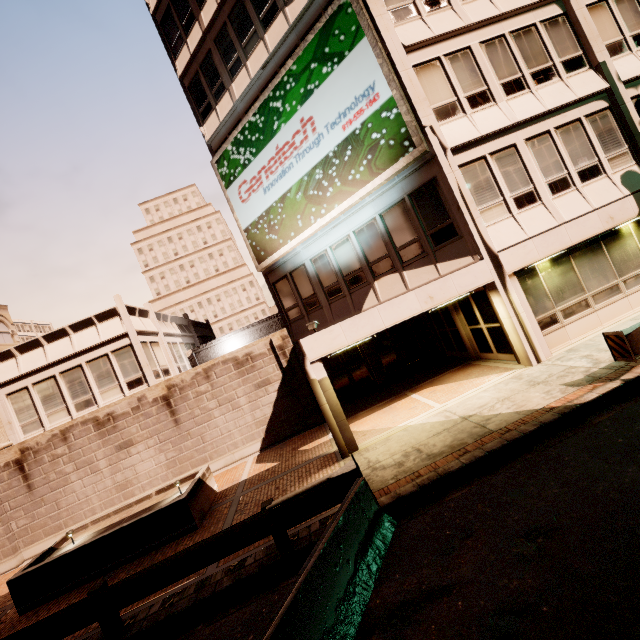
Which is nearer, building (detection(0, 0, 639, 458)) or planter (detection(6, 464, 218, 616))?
planter (detection(6, 464, 218, 616))

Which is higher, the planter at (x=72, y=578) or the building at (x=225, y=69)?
the building at (x=225, y=69)

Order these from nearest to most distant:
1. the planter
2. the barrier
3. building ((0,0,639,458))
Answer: the barrier < the planter < building ((0,0,639,458))

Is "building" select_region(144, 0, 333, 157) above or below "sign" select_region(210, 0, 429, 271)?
above

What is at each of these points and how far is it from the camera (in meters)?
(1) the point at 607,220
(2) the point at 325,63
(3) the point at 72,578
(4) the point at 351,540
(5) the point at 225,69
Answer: (1) building, 10.85
(2) sign, 11.64
(3) planter, 8.68
(4) barrier, 5.16
(5) building, 15.01

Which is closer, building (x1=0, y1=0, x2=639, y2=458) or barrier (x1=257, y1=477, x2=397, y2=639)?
barrier (x1=257, y1=477, x2=397, y2=639)

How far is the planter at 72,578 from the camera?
8.6 meters

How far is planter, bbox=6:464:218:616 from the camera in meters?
8.6 m
